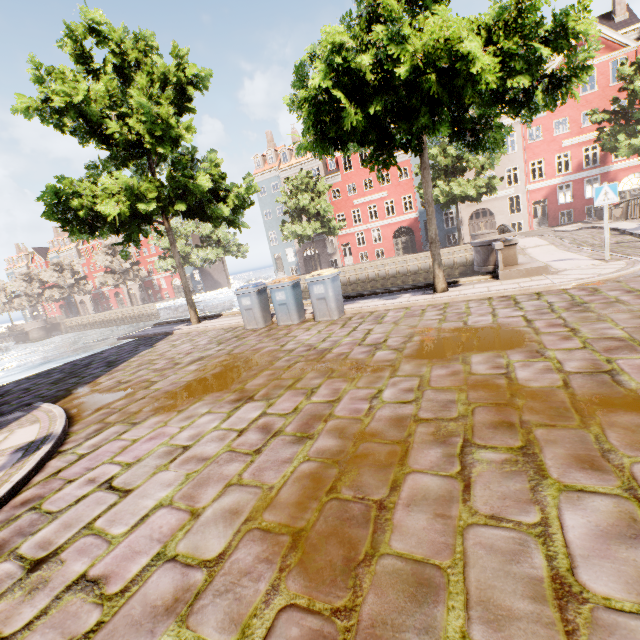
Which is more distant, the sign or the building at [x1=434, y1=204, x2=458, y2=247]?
the building at [x1=434, y1=204, x2=458, y2=247]

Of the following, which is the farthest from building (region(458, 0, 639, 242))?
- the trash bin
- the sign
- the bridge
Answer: the bridge

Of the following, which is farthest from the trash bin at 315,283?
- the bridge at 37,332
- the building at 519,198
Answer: the bridge at 37,332

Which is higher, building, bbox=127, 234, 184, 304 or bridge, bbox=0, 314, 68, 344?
building, bbox=127, 234, 184, 304

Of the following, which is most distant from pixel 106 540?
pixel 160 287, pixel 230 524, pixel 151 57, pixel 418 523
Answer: pixel 160 287

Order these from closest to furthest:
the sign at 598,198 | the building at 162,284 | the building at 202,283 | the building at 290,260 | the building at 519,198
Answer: → the sign at 598,198, the building at 519,198, the building at 290,260, the building at 202,283, the building at 162,284

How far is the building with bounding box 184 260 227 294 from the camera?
51.5 meters

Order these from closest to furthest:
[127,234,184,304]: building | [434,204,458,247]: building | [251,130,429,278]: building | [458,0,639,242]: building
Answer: [458,0,639,242]: building → [434,204,458,247]: building → [251,130,429,278]: building → [127,234,184,304]: building
